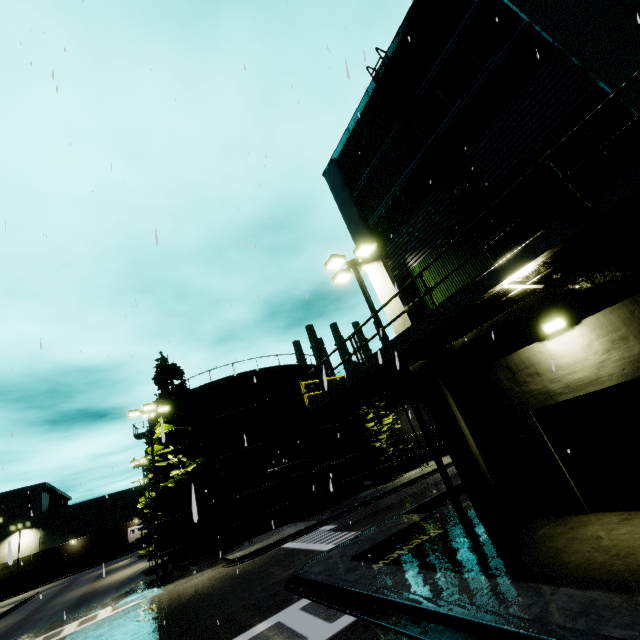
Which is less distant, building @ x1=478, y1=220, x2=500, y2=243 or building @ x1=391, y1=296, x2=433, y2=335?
building @ x1=478, y1=220, x2=500, y2=243

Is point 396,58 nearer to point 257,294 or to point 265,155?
point 265,155

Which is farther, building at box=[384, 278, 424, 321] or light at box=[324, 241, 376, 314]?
light at box=[324, 241, 376, 314]

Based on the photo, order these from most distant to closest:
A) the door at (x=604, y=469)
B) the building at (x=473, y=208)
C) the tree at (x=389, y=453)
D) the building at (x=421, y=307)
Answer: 1. the tree at (x=389, y=453)
2. the building at (x=421, y=307)
3. the building at (x=473, y=208)
4. the door at (x=604, y=469)

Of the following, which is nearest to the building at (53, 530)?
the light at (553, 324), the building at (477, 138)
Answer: the building at (477, 138)

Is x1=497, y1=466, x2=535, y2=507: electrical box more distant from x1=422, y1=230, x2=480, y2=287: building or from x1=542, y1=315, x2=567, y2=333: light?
x1=542, y1=315, x2=567, y2=333: light

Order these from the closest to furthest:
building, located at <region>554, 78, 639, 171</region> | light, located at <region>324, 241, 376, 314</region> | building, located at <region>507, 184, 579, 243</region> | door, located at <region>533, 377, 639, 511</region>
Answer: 1. building, located at <region>554, 78, 639, 171</region>
2. door, located at <region>533, 377, 639, 511</region>
3. building, located at <region>507, 184, 579, 243</region>
4. light, located at <region>324, 241, 376, 314</region>

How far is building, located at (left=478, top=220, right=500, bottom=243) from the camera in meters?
8.7
